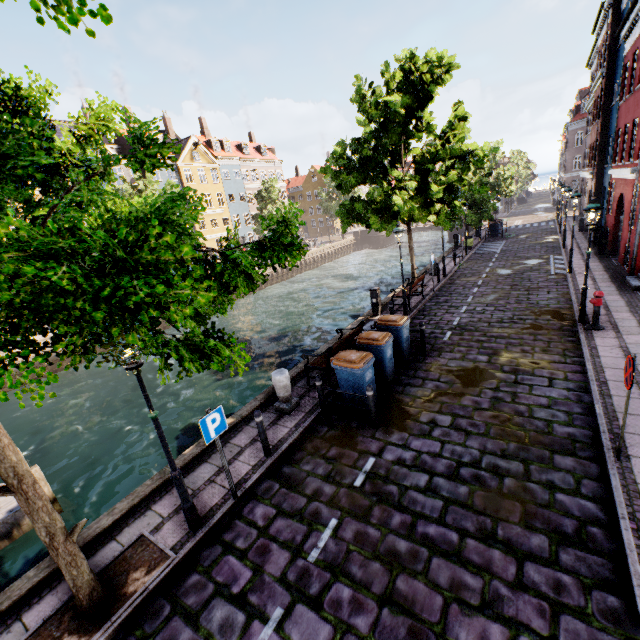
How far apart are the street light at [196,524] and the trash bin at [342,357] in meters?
5.2

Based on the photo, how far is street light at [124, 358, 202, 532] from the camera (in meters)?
4.67

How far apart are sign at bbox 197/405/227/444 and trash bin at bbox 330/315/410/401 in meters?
4.3 m

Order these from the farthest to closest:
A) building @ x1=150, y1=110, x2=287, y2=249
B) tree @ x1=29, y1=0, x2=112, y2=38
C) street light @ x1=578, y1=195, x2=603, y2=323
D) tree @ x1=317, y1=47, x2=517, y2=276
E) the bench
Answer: building @ x1=150, y1=110, x2=287, y2=249, tree @ x1=317, y1=47, x2=517, y2=276, street light @ x1=578, y1=195, x2=603, y2=323, the bench, tree @ x1=29, y1=0, x2=112, y2=38

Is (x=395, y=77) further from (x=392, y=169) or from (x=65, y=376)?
(x=65, y=376)

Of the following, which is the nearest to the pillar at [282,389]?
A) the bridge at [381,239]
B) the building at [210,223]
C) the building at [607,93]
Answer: the building at [607,93]

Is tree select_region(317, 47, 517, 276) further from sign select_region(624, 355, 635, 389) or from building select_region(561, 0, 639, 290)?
sign select_region(624, 355, 635, 389)

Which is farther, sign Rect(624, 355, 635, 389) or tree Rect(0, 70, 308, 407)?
sign Rect(624, 355, 635, 389)
